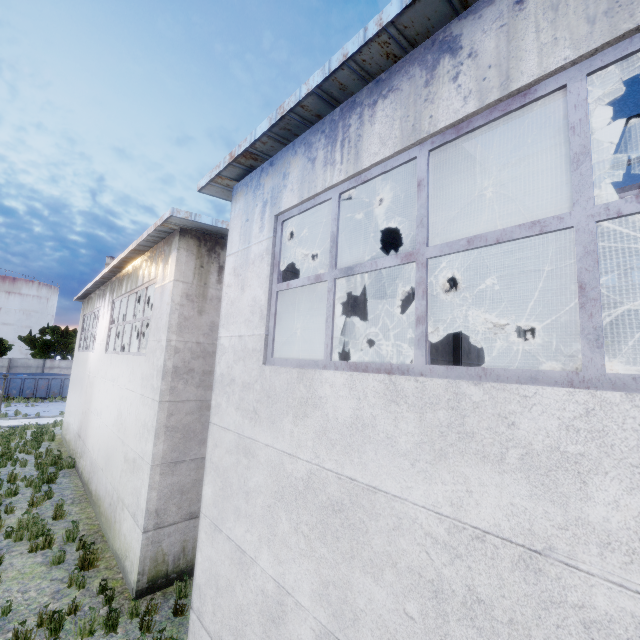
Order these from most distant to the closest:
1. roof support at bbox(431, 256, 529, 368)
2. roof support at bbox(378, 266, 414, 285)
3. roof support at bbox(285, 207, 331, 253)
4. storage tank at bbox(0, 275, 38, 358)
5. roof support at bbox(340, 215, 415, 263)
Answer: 1. storage tank at bbox(0, 275, 38, 358)
2. roof support at bbox(431, 256, 529, 368)
3. roof support at bbox(378, 266, 414, 285)
4. roof support at bbox(340, 215, 415, 263)
5. roof support at bbox(285, 207, 331, 253)

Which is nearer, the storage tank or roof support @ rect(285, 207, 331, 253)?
roof support @ rect(285, 207, 331, 253)

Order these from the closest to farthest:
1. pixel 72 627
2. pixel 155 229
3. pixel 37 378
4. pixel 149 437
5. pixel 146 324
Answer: pixel 72 627, pixel 149 437, pixel 155 229, pixel 146 324, pixel 37 378

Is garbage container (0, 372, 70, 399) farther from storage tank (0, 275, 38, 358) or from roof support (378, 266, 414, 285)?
roof support (378, 266, 414, 285)

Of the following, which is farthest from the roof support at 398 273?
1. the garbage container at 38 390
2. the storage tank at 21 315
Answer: the storage tank at 21 315

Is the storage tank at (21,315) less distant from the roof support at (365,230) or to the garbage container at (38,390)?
the garbage container at (38,390)

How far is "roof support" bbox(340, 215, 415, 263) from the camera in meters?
7.1 m
